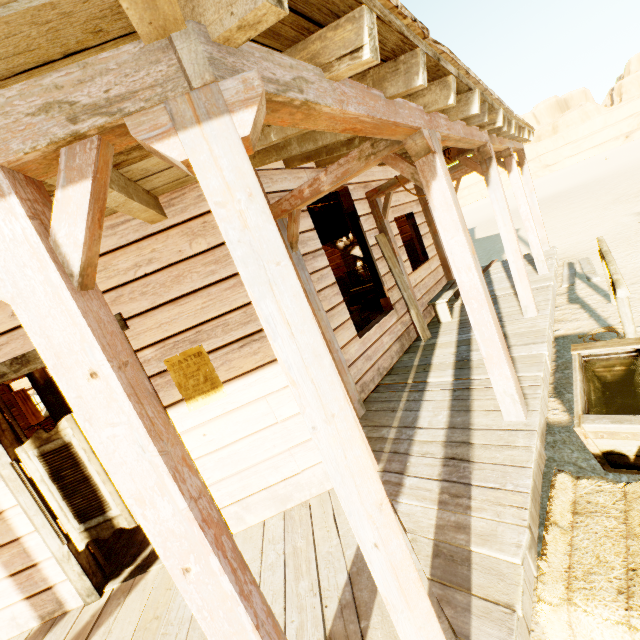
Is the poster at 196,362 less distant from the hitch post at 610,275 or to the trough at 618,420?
Result: the trough at 618,420

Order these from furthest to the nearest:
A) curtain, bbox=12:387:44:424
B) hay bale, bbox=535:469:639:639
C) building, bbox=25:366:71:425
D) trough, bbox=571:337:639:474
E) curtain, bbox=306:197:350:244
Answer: curtain, bbox=12:387:44:424, curtain, bbox=306:197:350:244, building, bbox=25:366:71:425, trough, bbox=571:337:639:474, hay bale, bbox=535:469:639:639

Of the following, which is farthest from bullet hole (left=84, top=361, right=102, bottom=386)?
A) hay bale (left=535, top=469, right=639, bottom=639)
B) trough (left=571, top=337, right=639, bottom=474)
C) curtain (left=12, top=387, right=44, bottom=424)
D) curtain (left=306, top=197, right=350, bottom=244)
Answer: curtain (left=12, top=387, right=44, bottom=424)

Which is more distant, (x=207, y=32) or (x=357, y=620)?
(x=357, y=620)

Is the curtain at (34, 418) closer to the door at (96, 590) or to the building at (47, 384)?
the building at (47, 384)

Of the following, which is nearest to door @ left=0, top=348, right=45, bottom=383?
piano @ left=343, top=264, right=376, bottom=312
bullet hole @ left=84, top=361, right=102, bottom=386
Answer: bullet hole @ left=84, top=361, right=102, bottom=386

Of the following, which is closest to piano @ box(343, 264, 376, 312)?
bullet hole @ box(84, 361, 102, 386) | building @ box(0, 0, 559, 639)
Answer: building @ box(0, 0, 559, 639)
